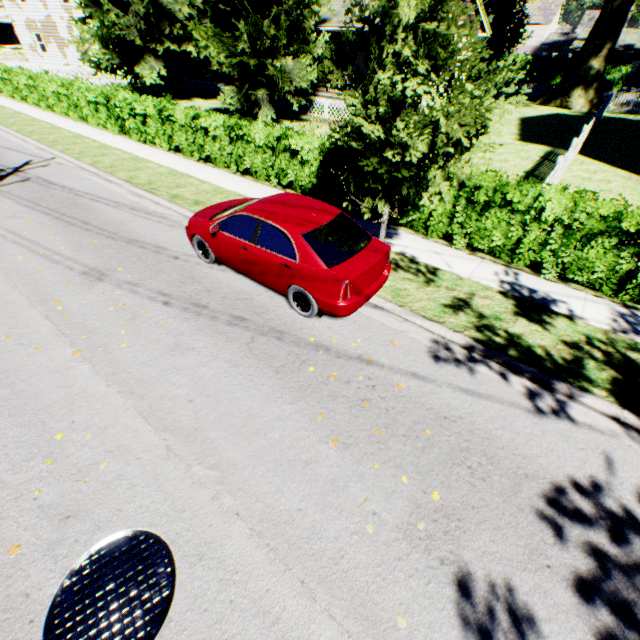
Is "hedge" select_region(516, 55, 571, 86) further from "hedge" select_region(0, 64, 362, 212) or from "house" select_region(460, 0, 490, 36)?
"hedge" select_region(0, 64, 362, 212)

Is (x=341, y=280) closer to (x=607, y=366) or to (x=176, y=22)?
(x=607, y=366)

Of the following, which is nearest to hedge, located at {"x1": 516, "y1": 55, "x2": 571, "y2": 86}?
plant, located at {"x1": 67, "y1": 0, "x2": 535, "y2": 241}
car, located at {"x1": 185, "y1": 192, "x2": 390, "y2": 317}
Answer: plant, located at {"x1": 67, "y1": 0, "x2": 535, "y2": 241}

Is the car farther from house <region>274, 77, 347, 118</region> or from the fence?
house <region>274, 77, 347, 118</region>

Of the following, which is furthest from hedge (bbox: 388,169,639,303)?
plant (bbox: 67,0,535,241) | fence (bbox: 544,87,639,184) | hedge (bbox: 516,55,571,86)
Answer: hedge (bbox: 516,55,571,86)

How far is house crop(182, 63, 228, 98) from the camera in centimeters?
2531cm

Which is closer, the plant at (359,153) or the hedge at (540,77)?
the plant at (359,153)

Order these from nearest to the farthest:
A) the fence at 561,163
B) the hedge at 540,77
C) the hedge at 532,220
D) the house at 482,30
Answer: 1. the hedge at 532,220
2. the fence at 561,163
3. the house at 482,30
4. the hedge at 540,77
